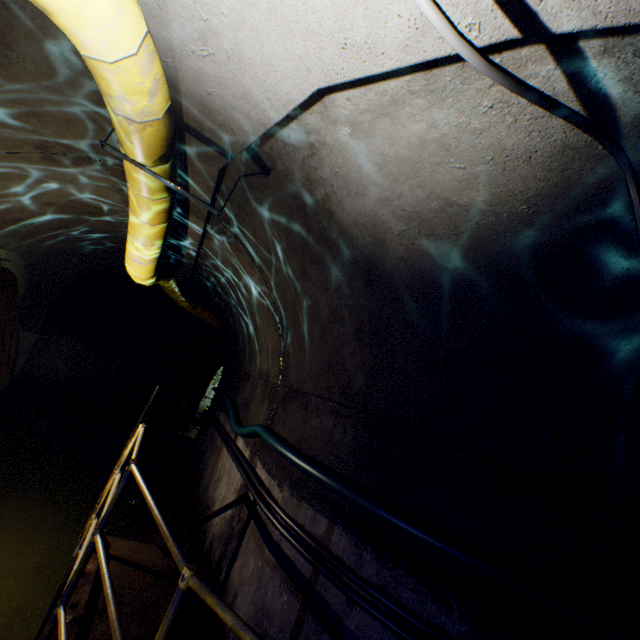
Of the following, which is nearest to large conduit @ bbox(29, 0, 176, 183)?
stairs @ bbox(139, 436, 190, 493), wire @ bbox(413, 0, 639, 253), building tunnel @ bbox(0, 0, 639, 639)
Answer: building tunnel @ bbox(0, 0, 639, 639)

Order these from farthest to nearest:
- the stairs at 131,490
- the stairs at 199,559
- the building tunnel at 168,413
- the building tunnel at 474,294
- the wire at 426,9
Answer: the building tunnel at 168,413, the stairs at 131,490, the stairs at 199,559, the building tunnel at 474,294, the wire at 426,9

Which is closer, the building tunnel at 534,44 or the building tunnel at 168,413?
the building tunnel at 534,44

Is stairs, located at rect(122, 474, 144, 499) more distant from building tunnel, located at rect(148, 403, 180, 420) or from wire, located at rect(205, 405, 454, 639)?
wire, located at rect(205, 405, 454, 639)

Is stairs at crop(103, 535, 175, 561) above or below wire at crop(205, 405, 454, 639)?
below

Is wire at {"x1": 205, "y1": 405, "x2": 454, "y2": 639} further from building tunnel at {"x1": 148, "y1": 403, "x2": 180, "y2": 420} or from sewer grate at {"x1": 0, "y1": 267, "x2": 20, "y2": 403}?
sewer grate at {"x1": 0, "y1": 267, "x2": 20, "y2": 403}

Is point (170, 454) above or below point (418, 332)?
below

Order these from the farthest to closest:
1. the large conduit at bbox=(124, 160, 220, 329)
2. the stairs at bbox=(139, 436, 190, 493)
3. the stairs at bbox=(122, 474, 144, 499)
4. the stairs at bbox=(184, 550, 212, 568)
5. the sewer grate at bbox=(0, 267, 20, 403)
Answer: the stairs at bbox=(139, 436, 190, 493) → the stairs at bbox=(122, 474, 144, 499) → the sewer grate at bbox=(0, 267, 20, 403) → the stairs at bbox=(184, 550, 212, 568) → the large conduit at bbox=(124, 160, 220, 329)
